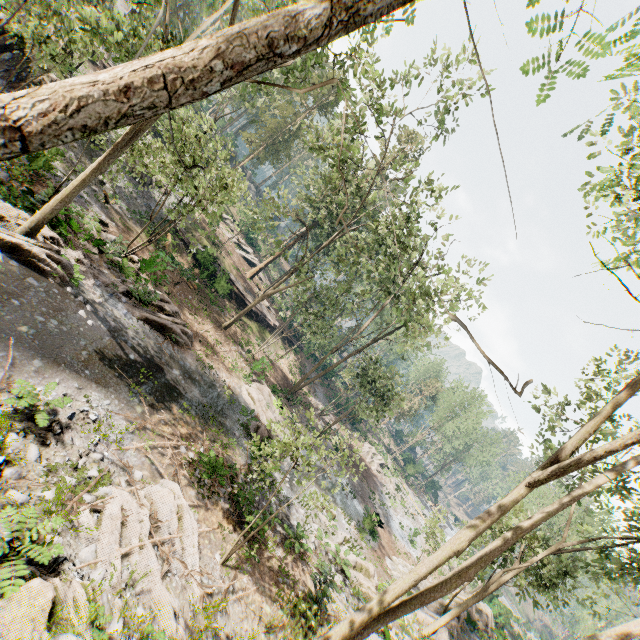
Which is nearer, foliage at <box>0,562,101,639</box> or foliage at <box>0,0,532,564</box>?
foliage at <box>0,0,532,564</box>

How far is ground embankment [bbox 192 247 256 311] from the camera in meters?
27.6

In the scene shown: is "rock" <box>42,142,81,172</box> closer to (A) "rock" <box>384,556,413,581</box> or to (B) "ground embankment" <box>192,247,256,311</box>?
(B) "ground embankment" <box>192,247,256,311</box>

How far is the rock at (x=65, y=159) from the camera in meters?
15.0 m

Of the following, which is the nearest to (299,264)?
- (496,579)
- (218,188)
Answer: (218,188)

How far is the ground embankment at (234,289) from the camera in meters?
27.6

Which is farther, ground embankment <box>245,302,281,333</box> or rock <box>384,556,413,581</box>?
ground embankment <box>245,302,281,333</box>

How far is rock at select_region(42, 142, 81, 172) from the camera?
15.0 meters
